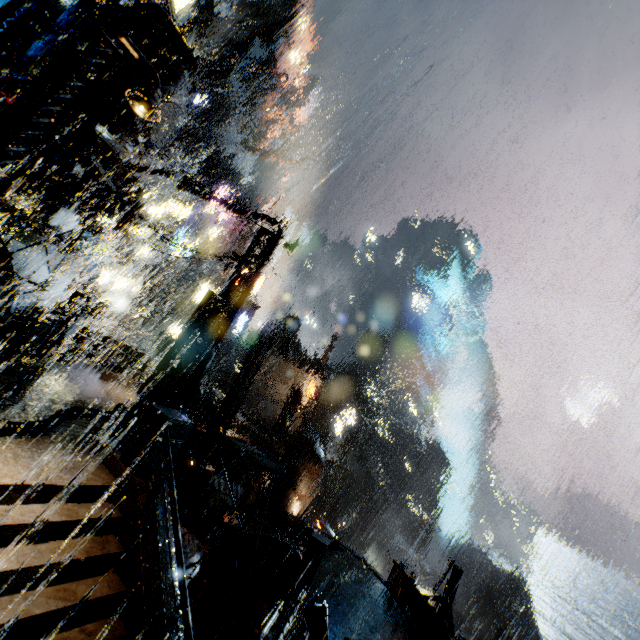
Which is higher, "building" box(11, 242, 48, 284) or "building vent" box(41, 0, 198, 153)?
"building vent" box(41, 0, 198, 153)

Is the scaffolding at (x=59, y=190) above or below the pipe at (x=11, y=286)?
above

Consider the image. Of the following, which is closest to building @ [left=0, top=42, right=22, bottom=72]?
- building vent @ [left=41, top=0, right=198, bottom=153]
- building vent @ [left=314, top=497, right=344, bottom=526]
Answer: building vent @ [left=41, top=0, right=198, bottom=153]

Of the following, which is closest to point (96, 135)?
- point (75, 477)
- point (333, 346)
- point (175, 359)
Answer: point (175, 359)

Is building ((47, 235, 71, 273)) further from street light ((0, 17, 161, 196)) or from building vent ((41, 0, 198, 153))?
street light ((0, 17, 161, 196))

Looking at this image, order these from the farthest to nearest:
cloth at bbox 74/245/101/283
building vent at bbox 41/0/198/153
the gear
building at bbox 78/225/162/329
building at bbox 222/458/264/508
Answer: the gear < building at bbox 78/225/162/329 < building at bbox 222/458/264/508 < cloth at bbox 74/245/101/283 < building vent at bbox 41/0/198/153

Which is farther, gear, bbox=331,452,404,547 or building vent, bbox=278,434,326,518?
gear, bbox=331,452,404,547

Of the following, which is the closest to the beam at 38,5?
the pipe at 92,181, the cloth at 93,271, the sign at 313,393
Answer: the pipe at 92,181
